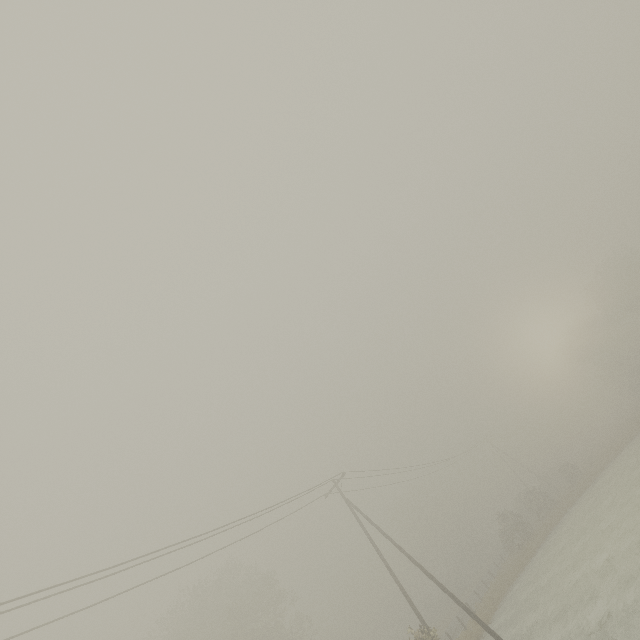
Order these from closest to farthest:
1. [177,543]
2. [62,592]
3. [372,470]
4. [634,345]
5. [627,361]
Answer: [62,592] < [177,543] < [372,470] < [627,361] < [634,345]
